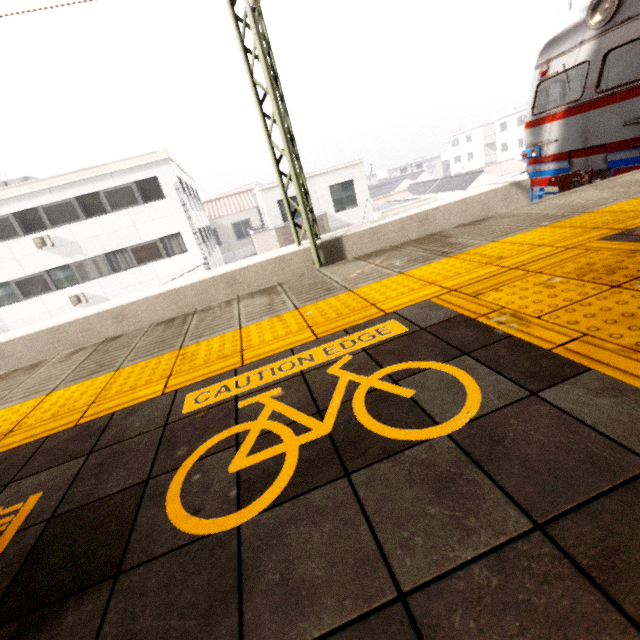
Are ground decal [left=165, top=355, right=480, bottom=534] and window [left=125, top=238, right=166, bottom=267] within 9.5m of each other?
no

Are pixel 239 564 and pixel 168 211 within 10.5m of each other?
no

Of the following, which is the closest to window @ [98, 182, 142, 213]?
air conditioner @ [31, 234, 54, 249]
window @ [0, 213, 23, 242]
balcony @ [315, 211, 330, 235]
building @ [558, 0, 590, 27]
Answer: air conditioner @ [31, 234, 54, 249]

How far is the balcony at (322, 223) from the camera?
17.0m

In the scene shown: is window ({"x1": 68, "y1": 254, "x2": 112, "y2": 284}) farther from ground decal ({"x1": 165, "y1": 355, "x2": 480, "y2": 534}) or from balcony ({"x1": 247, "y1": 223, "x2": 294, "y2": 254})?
ground decal ({"x1": 165, "y1": 355, "x2": 480, "y2": 534})

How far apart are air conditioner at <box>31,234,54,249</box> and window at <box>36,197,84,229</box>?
0.3 meters

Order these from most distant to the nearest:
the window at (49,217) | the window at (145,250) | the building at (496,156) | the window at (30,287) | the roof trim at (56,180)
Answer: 1. the building at (496,156)
2. the window at (145,250)
3. the window at (30,287)
4. the window at (49,217)
5. the roof trim at (56,180)

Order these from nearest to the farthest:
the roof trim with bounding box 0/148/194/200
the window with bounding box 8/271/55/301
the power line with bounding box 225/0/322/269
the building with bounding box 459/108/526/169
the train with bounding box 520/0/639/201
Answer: the train with bounding box 520/0/639/201, the power line with bounding box 225/0/322/269, the roof trim with bounding box 0/148/194/200, the window with bounding box 8/271/55/301, the building with bounding box 459/108/526/169
